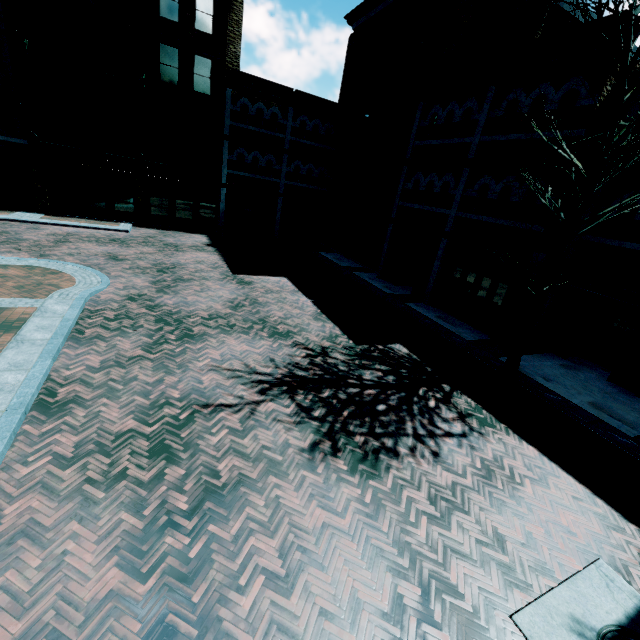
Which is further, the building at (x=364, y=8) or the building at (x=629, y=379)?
the building at (x=364, y=8)

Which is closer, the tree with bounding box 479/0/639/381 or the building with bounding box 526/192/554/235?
the tree with bounding box 479/0/639/381

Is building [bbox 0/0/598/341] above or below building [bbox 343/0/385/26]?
below

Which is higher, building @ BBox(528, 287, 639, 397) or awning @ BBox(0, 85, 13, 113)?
awning @ BBox(0, 85, 13, 113)

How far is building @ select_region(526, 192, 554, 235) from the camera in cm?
1043

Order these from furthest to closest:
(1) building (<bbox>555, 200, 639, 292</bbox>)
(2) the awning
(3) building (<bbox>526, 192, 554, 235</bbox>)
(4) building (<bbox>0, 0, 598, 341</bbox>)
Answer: (2) the awning
(4) building (<bbox>0, 0, 598, 341</bbox>)
(3) building (<bbox>526, 192, 554, 235</bbox>)
(1) building (<bbox>555, 200, 639, 292</bbox>)

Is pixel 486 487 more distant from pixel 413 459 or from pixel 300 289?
pixel 300 289

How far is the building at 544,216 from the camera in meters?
10.4 m
